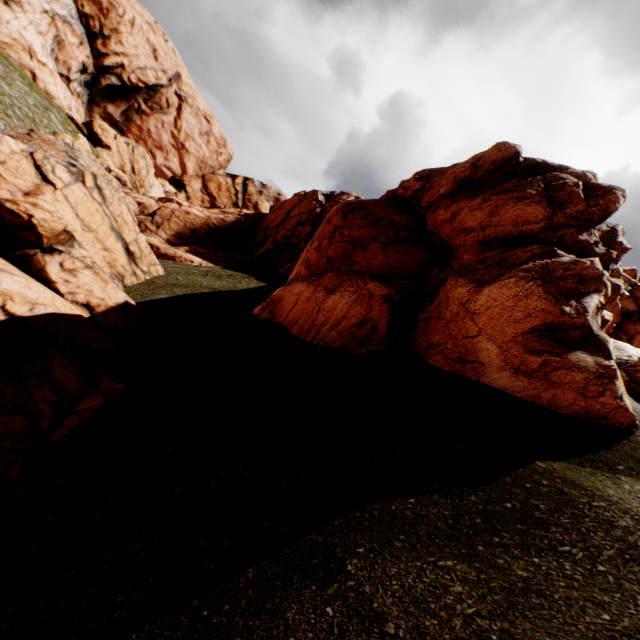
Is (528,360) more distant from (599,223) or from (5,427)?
(5,427)
